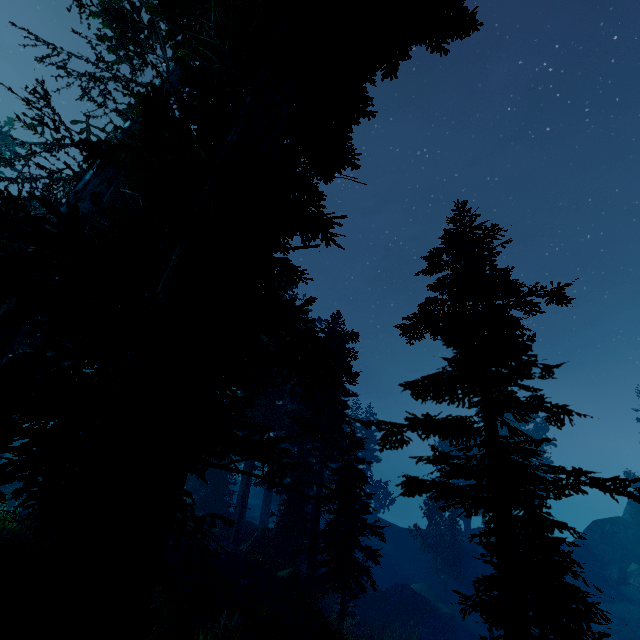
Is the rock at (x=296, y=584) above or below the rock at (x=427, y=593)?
above

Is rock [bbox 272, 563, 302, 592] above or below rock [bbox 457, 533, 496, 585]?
above

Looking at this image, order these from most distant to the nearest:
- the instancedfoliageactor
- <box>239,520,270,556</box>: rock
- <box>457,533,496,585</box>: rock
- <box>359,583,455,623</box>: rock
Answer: <box>457,533,496,585</box>: rock < <box>359,583,455,623</box>: rock < <box>239,520,270,556</box>: rock < the instancedfoliageactor

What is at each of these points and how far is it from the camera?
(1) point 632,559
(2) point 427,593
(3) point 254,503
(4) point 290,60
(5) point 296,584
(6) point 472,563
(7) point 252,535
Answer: (1) rock, 35.5 meters
(2) rock, 32.8 meters
(3) rock, 46.3 meters
(4) instancedfoliageactor, 4.8 meters
(5) rock, 16.7 meters
(6) rock, 37.4 meters
(7) rock, 21.7 meters

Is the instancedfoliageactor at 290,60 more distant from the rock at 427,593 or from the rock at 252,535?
the rock at 427,593

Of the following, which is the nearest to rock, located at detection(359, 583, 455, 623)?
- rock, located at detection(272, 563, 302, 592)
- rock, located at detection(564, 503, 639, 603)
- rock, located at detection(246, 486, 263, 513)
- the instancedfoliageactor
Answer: the instancedfoliageactor

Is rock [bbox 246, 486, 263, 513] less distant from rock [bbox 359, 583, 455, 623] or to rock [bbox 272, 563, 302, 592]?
rock [bbox 359, 583, 455, 623]
